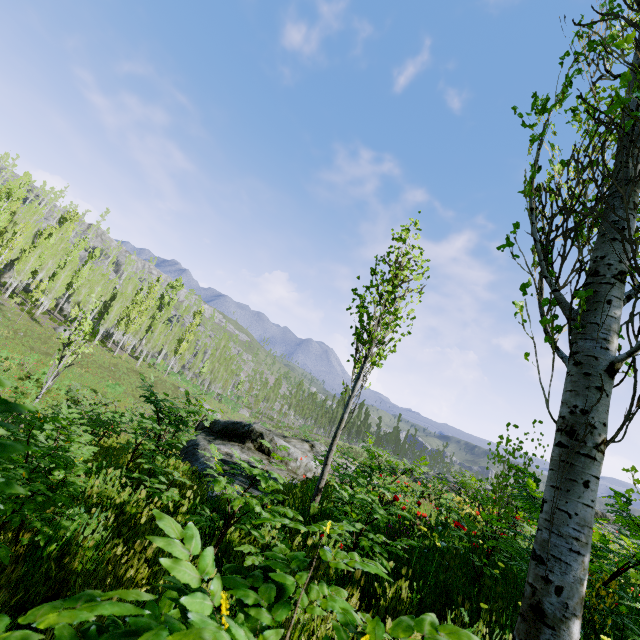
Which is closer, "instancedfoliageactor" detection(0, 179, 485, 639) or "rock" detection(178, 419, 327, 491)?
"instancedfoliageactor" detection(0, 179, 485, 639)

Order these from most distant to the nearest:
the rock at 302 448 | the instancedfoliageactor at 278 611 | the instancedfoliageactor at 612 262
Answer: the rock at 302 448 < the instancedfoliageactor at 612 262 < the instancedfoliageactor at 278 611

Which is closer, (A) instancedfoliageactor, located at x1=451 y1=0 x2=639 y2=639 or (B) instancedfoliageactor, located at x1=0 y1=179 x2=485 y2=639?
(B) instancedfoliageactor, located at x1=0 y1=179 x2=485 y2=639

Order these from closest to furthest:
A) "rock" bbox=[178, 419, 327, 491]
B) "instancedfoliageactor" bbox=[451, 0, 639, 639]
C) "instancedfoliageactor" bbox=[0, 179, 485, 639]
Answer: "instancedfoliageactor" bbox=[0, 179, 485, 639], "instancedfoliageactor" bbox=[451, 0, 639, 639], "rock" bbox=[178, 419, 327, 491]

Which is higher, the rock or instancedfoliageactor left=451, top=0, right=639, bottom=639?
instancedfoliageactor left=451, top=0, right=639, bottom=639

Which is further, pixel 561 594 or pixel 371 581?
pixel 371 581

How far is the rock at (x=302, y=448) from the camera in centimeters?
850cm
